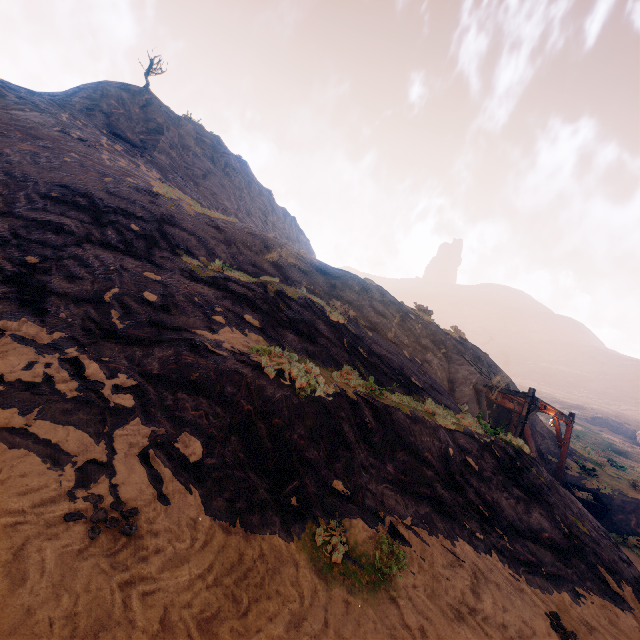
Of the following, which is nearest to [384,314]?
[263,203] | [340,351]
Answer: [340,351]

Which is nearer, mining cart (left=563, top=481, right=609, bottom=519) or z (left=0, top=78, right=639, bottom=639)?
z (left=0, top=78, right=639, bottom=639)

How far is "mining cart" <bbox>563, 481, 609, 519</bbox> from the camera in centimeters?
1507cm

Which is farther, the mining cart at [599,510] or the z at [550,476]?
the mining cart at [599,510]

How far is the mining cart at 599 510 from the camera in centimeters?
1507cm
